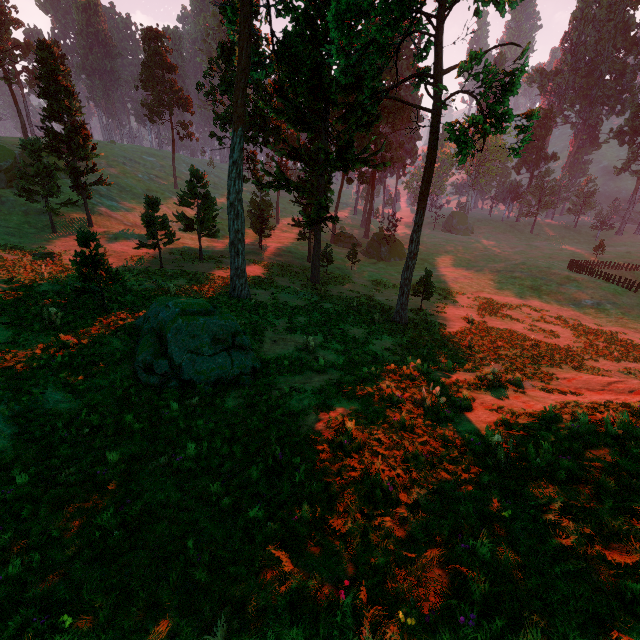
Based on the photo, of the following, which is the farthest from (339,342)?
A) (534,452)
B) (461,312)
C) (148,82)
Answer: (148,82)

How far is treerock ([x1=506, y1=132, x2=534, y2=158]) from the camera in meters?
13.6 m

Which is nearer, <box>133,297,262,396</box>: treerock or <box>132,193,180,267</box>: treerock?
<box>133,297,262,396</box>: treerock

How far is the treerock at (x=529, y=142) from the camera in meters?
13.6

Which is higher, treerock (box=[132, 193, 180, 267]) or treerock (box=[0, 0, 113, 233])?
treerock (box=[0, 0, 113, 233])

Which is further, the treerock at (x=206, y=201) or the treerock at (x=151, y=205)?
the treerock at (x=206, y=201)
